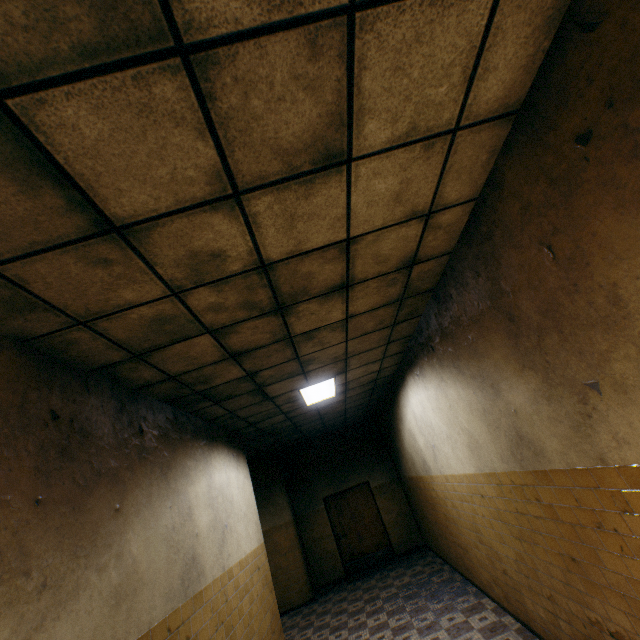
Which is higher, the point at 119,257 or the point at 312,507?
the point at 119,257

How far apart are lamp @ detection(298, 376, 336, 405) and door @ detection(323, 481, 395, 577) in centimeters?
566cm

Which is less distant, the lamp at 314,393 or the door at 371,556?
the lamp at 314,393

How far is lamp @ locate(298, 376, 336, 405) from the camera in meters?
5.5 m

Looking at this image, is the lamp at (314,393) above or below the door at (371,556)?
above

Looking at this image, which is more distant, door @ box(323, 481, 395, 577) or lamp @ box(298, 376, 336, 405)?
door @ box(323, 481, 395, 577)

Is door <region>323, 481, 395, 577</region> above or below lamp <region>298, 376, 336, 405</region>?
below

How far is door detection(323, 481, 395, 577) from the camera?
9.74m
